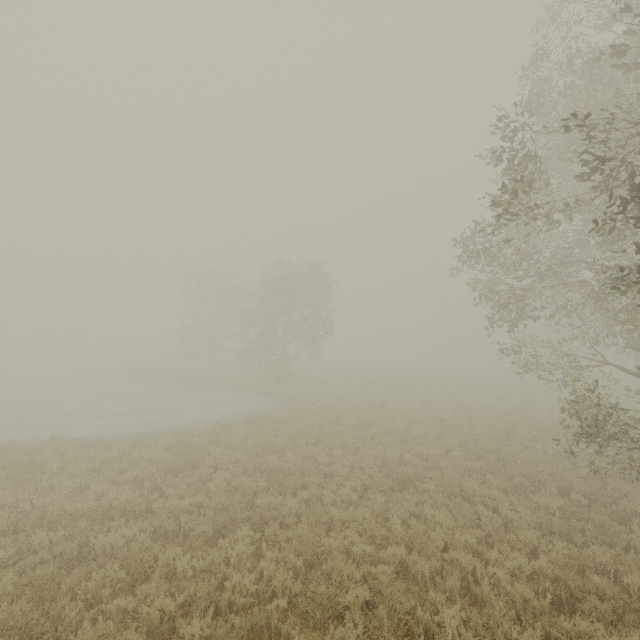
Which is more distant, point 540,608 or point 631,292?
point 631,292

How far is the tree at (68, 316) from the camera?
58.0 meters

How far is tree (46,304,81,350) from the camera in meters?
58.0
